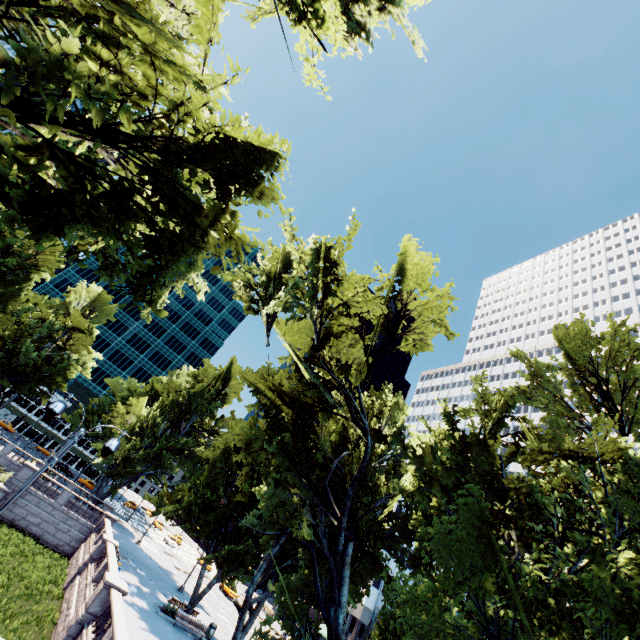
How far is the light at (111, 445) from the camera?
9.5m

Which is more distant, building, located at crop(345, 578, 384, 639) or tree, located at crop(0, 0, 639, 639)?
building, located at crop(345, 578, 384, 639)

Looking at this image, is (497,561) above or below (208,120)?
below

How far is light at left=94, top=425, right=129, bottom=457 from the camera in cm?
948

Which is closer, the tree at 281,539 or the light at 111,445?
the tree at 281,539

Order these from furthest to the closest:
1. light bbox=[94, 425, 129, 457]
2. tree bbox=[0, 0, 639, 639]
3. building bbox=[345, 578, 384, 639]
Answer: building bbox=[345, 578, 384, 639] → light bbox=[94, 425, 129, 457] → tree bbox=[0, 0, 639, 639]

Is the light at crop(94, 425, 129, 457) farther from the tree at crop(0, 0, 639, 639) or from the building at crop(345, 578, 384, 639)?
the building at crop(345, 578, 384, 639)
